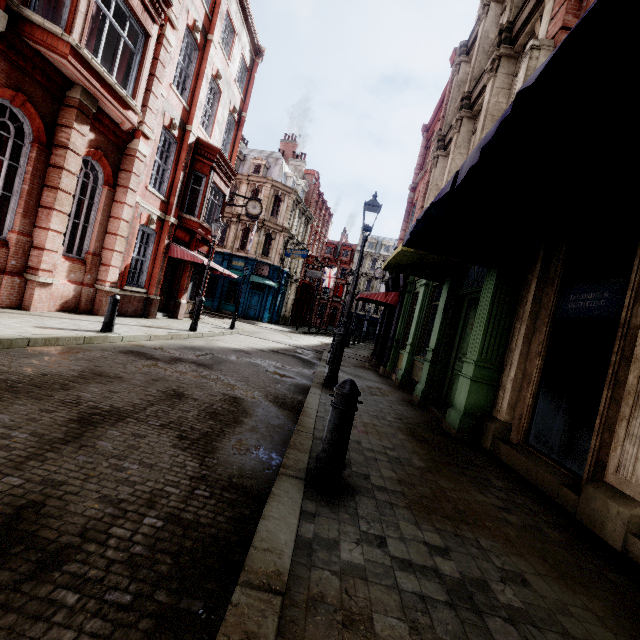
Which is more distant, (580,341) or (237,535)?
(580,341)

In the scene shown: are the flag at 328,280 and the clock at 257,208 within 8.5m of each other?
no

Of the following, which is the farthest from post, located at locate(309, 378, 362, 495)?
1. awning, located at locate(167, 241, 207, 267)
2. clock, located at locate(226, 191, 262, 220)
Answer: clock, located at locate(226, 191, 262, 220)

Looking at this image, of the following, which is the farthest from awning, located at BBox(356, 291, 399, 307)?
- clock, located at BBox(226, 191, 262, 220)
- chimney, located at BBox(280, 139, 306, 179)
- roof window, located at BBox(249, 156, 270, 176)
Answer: chimney, located at BBox(280, 139, 306, 179)

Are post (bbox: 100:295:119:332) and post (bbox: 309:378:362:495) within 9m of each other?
yes

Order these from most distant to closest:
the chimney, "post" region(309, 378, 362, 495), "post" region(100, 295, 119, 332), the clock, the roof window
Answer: the chimney
the roof window
the clock
"post" region(100, 295, 119, 332)
"post" region(309, 378, 362, 495)

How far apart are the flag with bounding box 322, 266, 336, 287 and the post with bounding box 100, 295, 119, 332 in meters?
39.0

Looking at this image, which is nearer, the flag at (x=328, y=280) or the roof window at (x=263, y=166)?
the roof window at (x=263, y=166)
